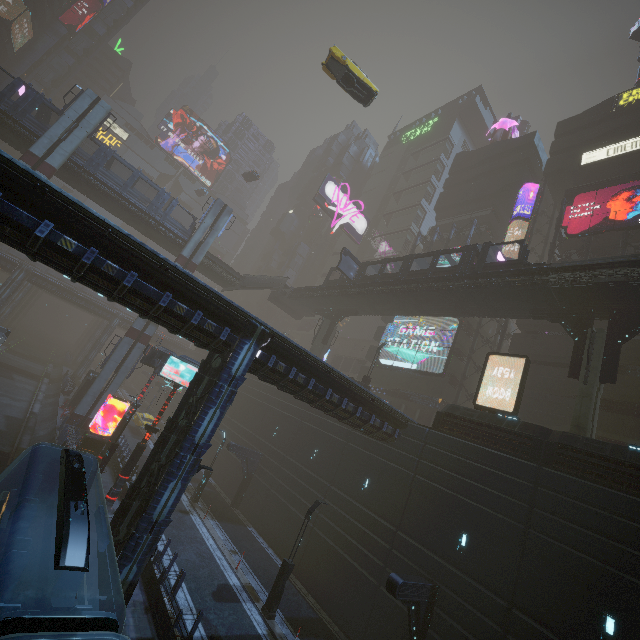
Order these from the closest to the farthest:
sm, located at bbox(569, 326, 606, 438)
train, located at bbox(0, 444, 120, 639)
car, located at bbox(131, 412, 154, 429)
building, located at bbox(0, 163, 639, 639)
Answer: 1. train, located at bbox(0, 444, 120, 639)
2. building, located at bbox(0, 163, 639, 639)
3. sm, located at bbox(569, 326, 606, 438)
4. car, located at bbox(131, 412, 154, 429)

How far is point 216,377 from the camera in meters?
13.6 m

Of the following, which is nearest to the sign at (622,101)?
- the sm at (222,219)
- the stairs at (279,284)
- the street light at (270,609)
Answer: the stairs at (279,284)

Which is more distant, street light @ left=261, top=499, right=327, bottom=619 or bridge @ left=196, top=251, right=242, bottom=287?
bridge @ left=196, top=251, right=242, bottom=287

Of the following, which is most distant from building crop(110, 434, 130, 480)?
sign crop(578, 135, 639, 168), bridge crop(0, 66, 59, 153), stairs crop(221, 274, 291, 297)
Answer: stairs crop(221, 274, 291, 297)

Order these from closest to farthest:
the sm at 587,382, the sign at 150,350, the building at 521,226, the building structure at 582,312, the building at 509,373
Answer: the sm at 587,382
the sign at 150,350
the building structure at 582,312
the building at 509,373
the building at 521,226

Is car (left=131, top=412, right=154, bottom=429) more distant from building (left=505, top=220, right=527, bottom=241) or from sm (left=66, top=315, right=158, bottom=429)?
sm (left=66, top=315, right=158, bottom=429)

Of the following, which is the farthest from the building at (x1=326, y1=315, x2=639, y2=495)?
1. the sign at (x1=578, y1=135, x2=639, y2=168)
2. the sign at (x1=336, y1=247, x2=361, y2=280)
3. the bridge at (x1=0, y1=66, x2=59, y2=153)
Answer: the sign at (x1=336, y1=247, x2=361, y2=280)
